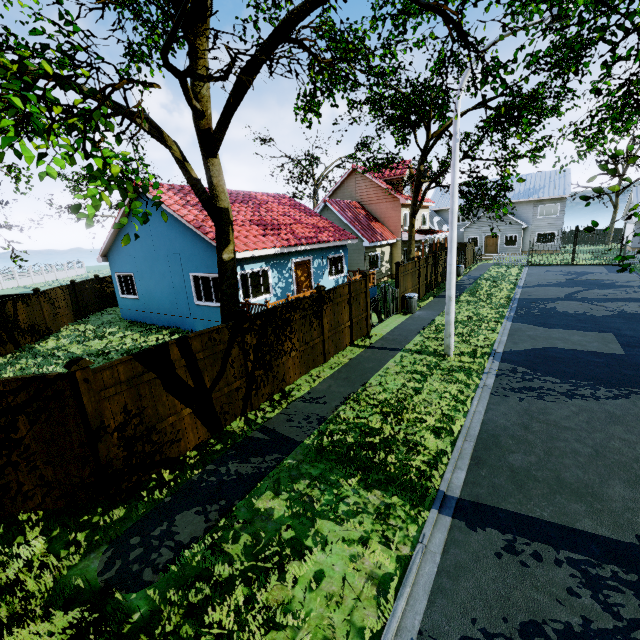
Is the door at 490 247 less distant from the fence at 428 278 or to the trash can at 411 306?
the fence at 428 278

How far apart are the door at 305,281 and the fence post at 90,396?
11.9 meters

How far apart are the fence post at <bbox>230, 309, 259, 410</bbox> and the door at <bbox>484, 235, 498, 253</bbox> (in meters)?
38.36

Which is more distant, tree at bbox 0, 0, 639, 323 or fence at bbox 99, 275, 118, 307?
fence at bbox 99, 275, 118, 307

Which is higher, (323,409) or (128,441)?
(128,441)

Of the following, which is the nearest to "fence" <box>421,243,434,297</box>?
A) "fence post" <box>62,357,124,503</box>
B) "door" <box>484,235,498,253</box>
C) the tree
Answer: "fence post" <box>62,357,124,503</box>

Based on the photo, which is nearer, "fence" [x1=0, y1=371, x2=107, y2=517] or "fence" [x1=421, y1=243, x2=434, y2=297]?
"fence" [x1=0, y1=371, x2=107, y2=517]

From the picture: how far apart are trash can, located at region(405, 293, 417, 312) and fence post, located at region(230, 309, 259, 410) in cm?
1050
